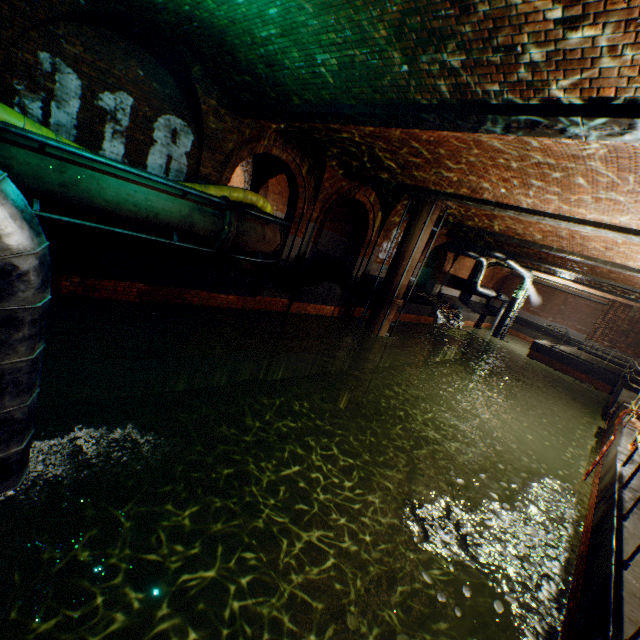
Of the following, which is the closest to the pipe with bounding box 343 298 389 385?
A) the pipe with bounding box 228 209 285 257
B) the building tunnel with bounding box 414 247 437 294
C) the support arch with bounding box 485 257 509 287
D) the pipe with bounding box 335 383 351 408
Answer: the pipe with bounding box 335 383 351 408

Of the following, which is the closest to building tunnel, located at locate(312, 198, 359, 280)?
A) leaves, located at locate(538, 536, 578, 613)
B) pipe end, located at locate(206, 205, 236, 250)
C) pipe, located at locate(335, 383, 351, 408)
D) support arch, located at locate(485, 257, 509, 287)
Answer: pipe end, located at locate(206, 205, 236, 250)

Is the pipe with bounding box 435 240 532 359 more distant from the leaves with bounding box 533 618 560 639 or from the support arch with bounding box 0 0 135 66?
the leaves with bounding box 533 618 560 639

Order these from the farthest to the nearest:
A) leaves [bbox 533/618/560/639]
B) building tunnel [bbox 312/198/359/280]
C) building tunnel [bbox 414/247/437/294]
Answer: building tunnel [bbox 414/247/437/294], building tunnel [bbox 312/198/359/280], leaves [bbox 533/618/560/639]

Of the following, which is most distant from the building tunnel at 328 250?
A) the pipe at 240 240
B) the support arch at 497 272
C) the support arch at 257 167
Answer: the support arch at 497 272

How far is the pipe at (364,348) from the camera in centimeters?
1357cm

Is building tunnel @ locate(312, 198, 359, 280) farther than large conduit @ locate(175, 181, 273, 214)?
Yes

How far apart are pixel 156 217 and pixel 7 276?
4.1m
